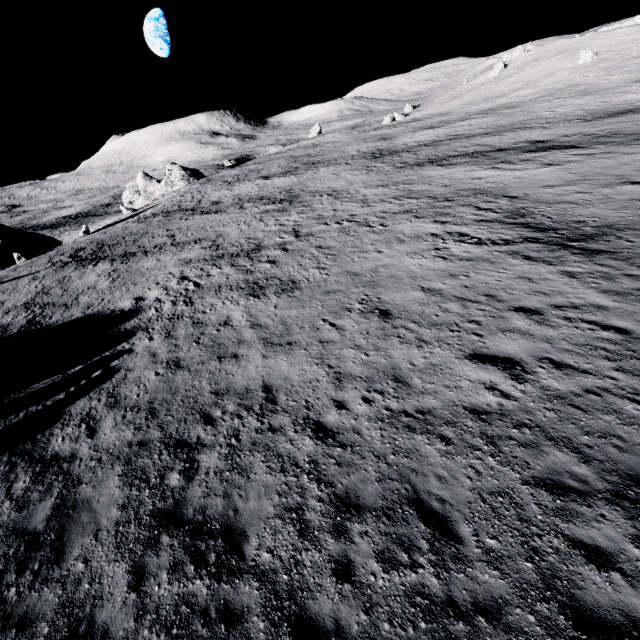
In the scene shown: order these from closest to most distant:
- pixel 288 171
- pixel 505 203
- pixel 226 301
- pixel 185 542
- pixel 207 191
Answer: pixel 185 542 < pixel 226 301 < pixel 505 203 < pixel 207 191 < pixel 288 171
